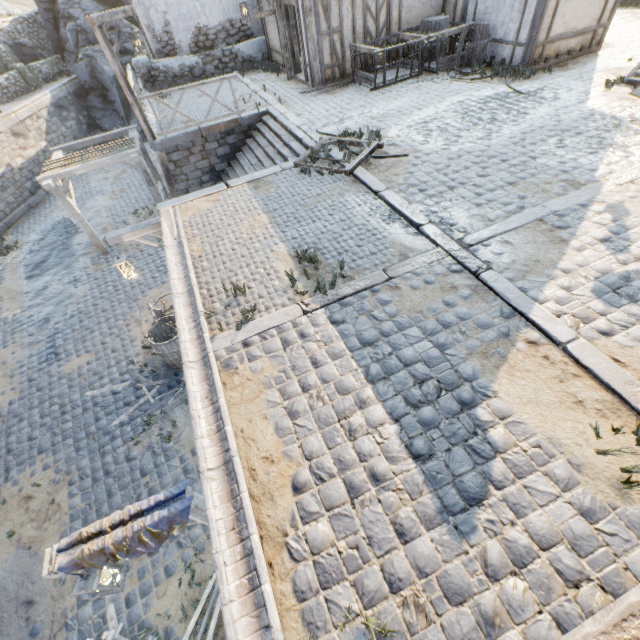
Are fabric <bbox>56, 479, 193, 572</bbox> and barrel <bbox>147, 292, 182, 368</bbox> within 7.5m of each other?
yes

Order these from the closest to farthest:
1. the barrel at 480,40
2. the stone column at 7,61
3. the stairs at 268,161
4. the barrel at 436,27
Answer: the stairs at 268,161
the barrel at 480,40
the barrel at 436,27
the stone column at 7,61

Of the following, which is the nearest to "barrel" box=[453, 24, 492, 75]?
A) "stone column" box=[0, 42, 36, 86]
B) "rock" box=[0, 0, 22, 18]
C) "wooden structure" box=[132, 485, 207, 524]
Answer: "wooden structure" box=[132, 485, 207, 524]

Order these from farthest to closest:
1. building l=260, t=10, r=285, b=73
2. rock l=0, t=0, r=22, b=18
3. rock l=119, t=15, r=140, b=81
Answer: rock l=0, t=0, r=22, b=18 < rock l=119, t=15, r=140, b=81 < building l=260, t=10, r=285, b=73

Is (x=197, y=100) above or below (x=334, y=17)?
below

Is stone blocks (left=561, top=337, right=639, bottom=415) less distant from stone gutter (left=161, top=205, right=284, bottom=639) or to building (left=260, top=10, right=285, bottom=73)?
stone gutter (left=161, top=205, right=284, bottom=639)

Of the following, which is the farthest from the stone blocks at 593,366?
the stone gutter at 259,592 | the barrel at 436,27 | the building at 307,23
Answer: the barrel at 436,27

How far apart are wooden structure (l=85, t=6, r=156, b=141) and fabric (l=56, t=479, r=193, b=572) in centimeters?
1077cm
